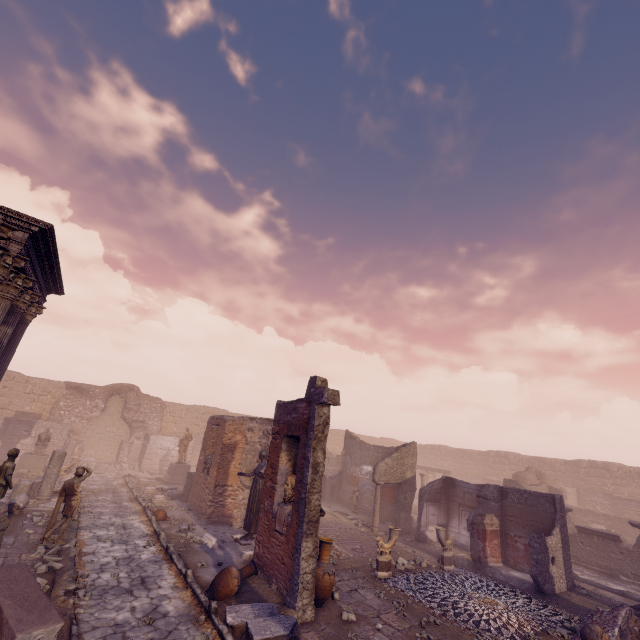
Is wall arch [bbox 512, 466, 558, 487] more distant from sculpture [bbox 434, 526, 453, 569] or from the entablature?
the entablature

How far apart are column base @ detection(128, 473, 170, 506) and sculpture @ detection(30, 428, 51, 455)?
5.65m

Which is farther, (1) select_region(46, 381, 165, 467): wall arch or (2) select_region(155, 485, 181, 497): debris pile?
(1) select_region(46, 381, 165, 467): wall arch

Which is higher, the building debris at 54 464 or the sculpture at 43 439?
the sculpture at 43 439

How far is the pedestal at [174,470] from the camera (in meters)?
19.52

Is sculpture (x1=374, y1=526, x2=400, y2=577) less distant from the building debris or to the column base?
the building debris

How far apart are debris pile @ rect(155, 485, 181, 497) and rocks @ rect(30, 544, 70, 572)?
7.5m

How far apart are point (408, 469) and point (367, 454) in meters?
3.4 m
